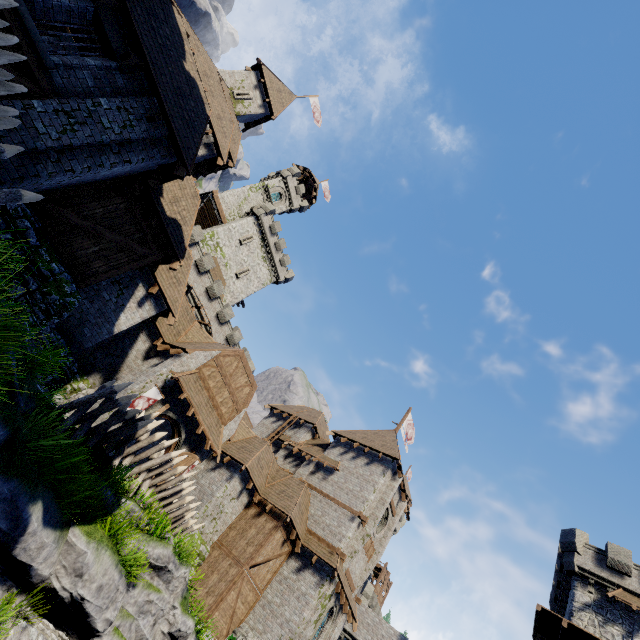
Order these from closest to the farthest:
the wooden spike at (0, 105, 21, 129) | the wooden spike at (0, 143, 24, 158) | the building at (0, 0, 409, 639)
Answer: the wooden spike at (0, 105, 21, 129) < the wooden spike at (0, 143, 24, 158) < the building at (0, 0, 409, 639)

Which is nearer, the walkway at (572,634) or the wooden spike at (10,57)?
the wooden spike at (10,57)

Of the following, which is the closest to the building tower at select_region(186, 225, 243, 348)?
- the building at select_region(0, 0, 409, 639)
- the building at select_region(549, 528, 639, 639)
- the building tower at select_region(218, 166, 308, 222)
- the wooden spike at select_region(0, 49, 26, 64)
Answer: the building at select_region(0, 0, 409, 639)

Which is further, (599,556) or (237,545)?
(599,556)

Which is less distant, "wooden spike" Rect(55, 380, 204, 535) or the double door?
"wooden spike" Rect(55, 380, 204, 535)

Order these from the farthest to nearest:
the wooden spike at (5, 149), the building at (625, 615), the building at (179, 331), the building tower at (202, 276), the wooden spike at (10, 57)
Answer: the building tower at (202, 276), the building at (625, 615), the building at (179, 331), the wooden spike at (5, 149), the wooden spike at (10, 57)

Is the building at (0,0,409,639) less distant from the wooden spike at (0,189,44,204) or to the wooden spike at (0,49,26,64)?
the wooden spike at (0,189,44,204)

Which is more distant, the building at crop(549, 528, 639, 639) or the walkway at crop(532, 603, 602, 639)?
the building at crop(549, 528, 639, 639)
